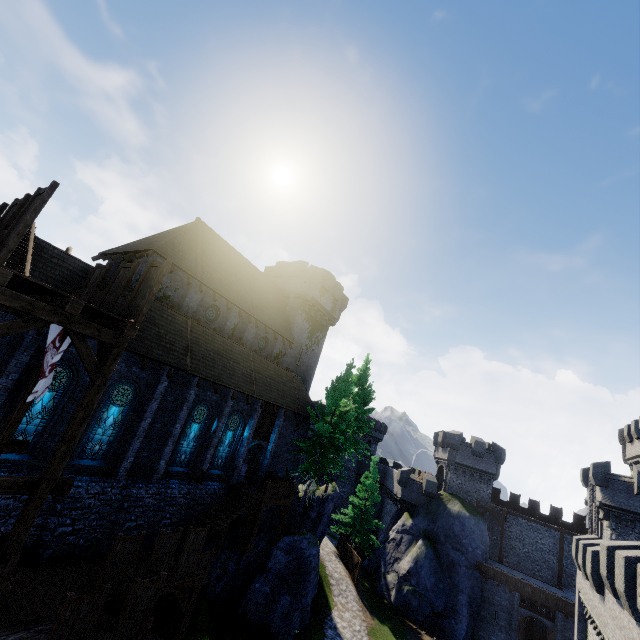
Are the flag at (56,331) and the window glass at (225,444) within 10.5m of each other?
no

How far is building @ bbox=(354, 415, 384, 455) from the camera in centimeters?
5428cm

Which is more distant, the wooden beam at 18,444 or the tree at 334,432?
the tree at 334,432

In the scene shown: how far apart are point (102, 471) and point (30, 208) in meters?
13.0 m

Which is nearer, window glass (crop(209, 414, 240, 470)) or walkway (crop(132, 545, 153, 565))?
walkway (crop(132, 545, 153, 565))

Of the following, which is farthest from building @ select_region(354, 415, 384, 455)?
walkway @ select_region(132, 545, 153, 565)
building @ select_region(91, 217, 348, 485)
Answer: walkway @ select_region(132, 545, 153, 565)

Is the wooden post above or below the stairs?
above

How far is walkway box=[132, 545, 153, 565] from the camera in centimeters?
1480cm
